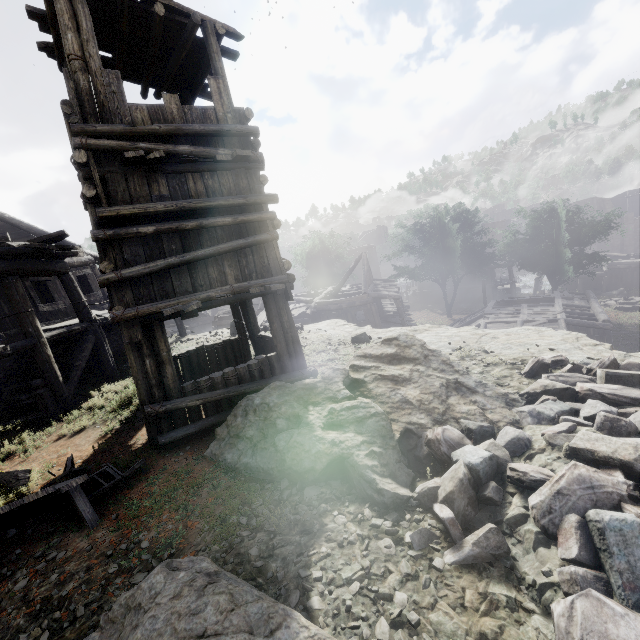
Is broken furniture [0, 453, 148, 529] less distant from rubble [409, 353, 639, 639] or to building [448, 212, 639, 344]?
building [448, 212, 639, 344]

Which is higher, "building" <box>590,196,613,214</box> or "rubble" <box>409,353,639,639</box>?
"building" <box>590,196,613,214</box>

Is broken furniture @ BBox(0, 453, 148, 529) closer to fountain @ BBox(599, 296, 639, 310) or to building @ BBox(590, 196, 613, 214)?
building @ BBox(590, 196, 613, 214)

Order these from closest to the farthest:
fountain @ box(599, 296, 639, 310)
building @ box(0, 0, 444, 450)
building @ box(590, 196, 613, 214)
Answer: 1. building @ box(0, 0, 444, 450)
2. fountain @ box(599, 296, 639, 310)
3. building @ box(590, 196, 613, 214)

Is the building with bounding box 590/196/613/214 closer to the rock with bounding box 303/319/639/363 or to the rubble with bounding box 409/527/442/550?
the rock with bounding box 303/319/639/363

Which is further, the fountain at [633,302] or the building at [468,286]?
the building at [468,286]

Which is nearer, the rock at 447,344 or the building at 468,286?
the rock at 447,344

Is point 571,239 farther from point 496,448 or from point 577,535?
point 577,535
